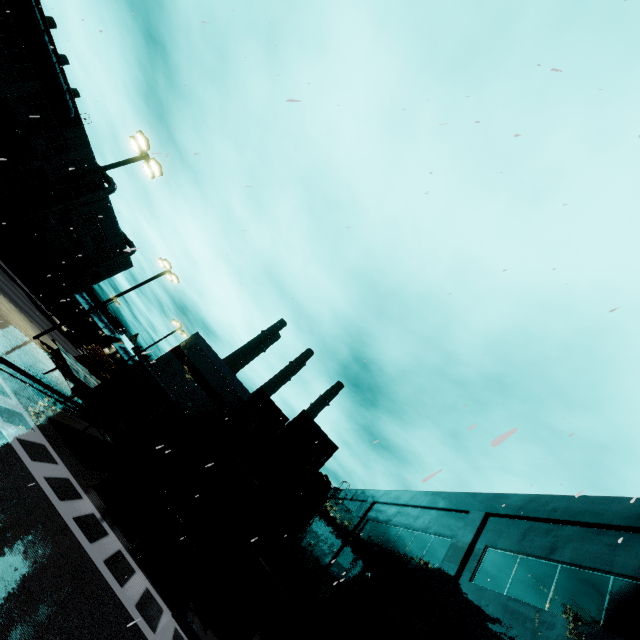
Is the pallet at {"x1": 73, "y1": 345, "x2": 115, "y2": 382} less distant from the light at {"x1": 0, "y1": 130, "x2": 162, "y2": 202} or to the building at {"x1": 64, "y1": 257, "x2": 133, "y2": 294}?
the building at {"x1": 64, "y1": 257, "x2": 133, "y2": 294}

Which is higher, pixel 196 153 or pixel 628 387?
pixel 628 387

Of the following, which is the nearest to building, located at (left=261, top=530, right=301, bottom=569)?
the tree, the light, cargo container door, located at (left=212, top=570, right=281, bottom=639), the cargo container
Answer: the tree

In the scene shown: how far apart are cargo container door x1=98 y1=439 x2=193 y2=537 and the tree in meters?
20.8

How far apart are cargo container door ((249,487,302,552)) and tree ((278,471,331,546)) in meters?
19.6

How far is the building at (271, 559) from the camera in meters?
28.6

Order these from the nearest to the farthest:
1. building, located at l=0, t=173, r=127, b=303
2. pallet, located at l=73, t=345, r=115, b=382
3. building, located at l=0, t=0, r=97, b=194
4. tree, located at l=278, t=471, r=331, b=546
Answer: pallet, located at l=73, t=345, r=115, b=382, building, located at l=0, t=0, r=97, b=194, tree, located at l=278, t=471, r=331, b=546, building, located at l=0, t=173, r=127, b=303

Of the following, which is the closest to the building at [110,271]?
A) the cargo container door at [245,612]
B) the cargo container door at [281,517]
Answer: the cargo container door at [245,612]
